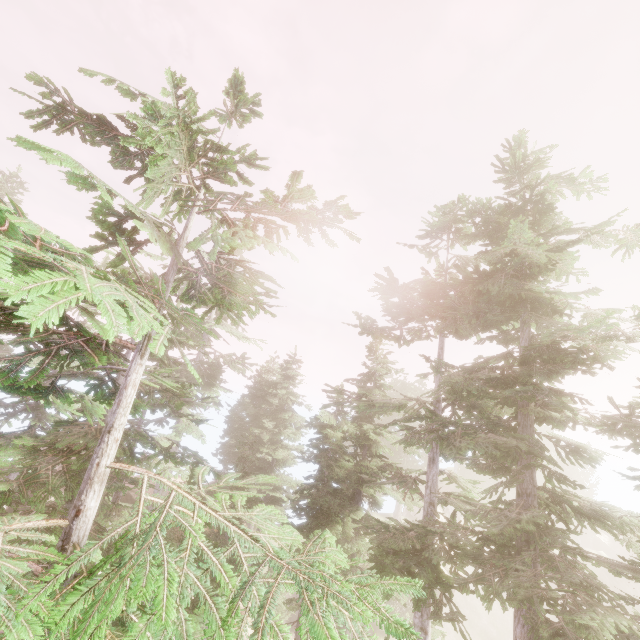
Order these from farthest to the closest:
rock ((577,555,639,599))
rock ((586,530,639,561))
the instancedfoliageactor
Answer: rock ((586,530,639,561)), rock ((577,555,639,599)), the instancedfoliageactor

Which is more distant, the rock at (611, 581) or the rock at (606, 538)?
the rock at (606, 538)

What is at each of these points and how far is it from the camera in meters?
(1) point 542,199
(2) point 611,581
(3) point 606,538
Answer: (1) instancedfoliageactor, 13.0
(2) rock, 39.2
(3) rock, 53.7

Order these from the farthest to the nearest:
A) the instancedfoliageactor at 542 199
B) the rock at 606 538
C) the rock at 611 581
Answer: the rock at 606 538 → the rock at 611 581 → the instancedfoliageactor at 542 199

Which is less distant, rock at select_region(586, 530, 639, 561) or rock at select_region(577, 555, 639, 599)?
rock at select_region(577, 555, 639, 599)

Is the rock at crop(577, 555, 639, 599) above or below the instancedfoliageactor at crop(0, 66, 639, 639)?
below

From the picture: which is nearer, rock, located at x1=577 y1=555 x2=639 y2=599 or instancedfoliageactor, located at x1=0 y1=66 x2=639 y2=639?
instancedfoliageactor, located at x1=0 y1=66 x2=639 y2=639
